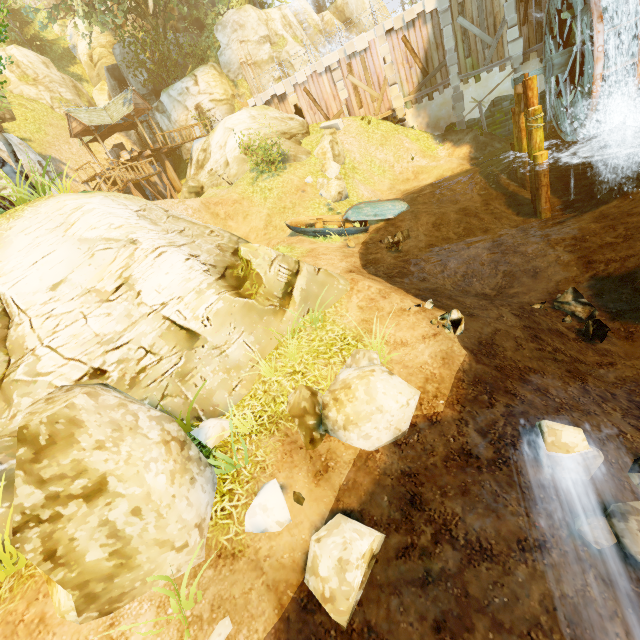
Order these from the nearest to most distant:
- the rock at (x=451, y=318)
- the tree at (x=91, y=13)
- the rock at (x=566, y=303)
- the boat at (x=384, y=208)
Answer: the rock at (x=451, y=318), the rock at (x=566, y=303), the boat at (x=384, y=208), the tree at (x=91, y=13)

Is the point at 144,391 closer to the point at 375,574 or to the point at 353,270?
the point at 375,574

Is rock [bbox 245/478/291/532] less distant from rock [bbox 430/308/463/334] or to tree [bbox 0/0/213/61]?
rock [bbox 430/308/463/334]

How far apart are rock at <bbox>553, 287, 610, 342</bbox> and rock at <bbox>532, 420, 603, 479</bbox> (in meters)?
5.15

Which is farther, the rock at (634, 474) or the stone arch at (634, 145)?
the stone arch at (634, 145)

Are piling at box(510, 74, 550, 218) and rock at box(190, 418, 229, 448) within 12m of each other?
no

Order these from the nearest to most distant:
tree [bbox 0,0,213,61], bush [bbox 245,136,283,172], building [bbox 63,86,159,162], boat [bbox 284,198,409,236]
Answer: boat [bbox 284,198,409,236] → bush [bbox 245,136,283,172] → tree [bbox 0,0,213,61] → building [bbox 63,86,159,162]

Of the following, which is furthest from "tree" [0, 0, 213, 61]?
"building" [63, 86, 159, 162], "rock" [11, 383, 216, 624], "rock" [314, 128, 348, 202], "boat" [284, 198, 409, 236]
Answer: "rock" [314, 128, 348, 202]
